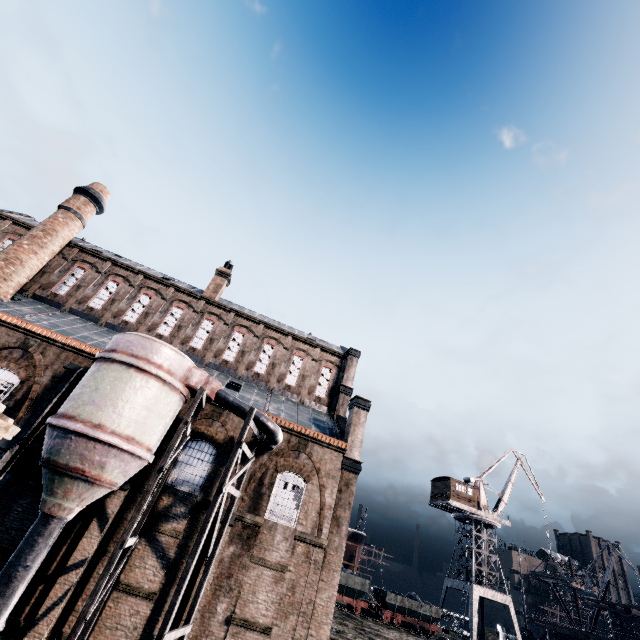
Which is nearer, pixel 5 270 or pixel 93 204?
pixel 5 270

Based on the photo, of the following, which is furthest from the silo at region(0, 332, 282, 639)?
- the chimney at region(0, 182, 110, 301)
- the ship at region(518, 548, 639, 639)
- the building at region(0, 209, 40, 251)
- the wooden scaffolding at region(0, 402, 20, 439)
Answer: the ship at region(518, 548, 639, 639)

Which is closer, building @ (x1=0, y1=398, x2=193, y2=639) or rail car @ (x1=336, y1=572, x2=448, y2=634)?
building @ (x1=0, y1=398, x2=193, y2=639)

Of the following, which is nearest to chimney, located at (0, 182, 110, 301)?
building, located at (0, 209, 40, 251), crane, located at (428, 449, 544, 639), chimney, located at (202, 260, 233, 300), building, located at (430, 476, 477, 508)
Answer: building, located at (0, 209, 40, 251)

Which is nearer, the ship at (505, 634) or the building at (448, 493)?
the building at (448, 493)

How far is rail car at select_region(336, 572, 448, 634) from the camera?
30.2 meters

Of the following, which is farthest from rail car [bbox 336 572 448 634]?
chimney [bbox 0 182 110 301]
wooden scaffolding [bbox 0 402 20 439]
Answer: chimney [bbox 0 182 110 301]

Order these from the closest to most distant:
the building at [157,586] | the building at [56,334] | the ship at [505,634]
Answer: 1. the building at [157,586]
2. the building at [56,334]
3. the ship at [505,634]
